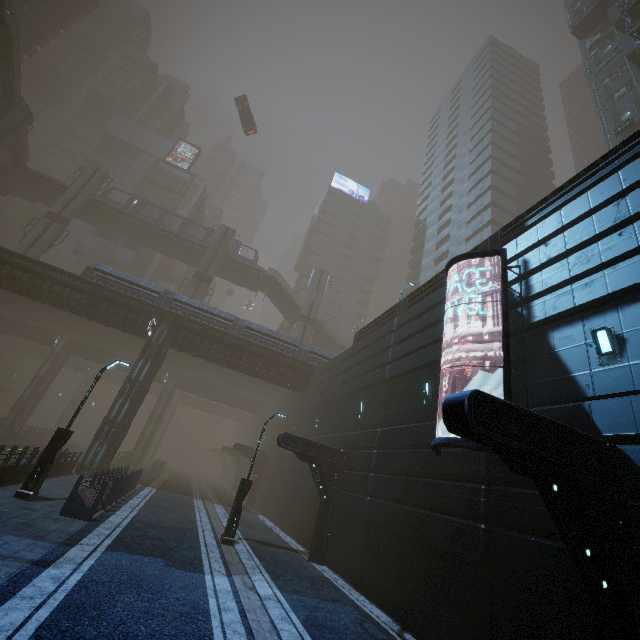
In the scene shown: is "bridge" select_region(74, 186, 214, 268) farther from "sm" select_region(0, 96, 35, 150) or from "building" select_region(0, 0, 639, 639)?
"sm" select_region(0, 96, 35, 150)

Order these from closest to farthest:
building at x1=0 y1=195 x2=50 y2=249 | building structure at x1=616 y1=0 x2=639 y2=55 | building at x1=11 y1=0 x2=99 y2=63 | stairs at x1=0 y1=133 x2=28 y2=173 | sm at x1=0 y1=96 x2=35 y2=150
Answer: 1. building structure at x1=616 y1=0 x2=639 y2=55
2. sm at x1=0 y1=96 x2=35 y2=150
3. stairs at x1=0 y1=133 x2=28 y2=173
4. building at x1=11 y1=0 x2=99 y2=63
5. building at x1=0 y1=195 x2=50 y2=249

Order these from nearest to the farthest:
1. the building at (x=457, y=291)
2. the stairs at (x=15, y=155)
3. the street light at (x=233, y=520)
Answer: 1. the building at (x=457, y=291)
2. the street light at (x=233, y=520)
3. the stairs at (x=15, y=155)

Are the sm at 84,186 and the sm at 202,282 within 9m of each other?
no

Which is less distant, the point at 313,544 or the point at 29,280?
the point at 313,544

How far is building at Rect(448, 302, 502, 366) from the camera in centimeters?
1020cm

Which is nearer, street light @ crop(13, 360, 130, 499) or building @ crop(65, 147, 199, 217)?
street light @ crop(13, 360, 130, 499)

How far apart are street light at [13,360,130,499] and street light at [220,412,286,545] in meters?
6.7 m
